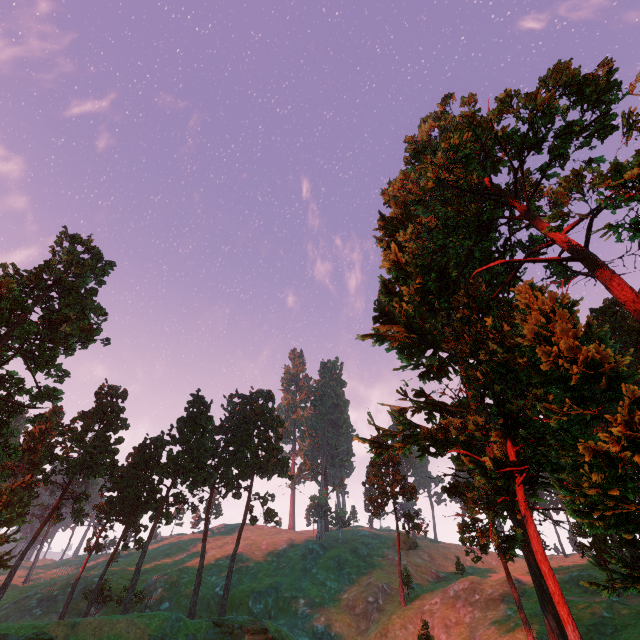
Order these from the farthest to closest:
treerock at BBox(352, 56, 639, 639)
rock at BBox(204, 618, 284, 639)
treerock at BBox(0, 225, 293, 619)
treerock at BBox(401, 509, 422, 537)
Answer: treerock at BBox(401, 509, 422, 537), treerock at BBox(0, 225, 293, 619), rock at BBox(204, 618, 284, 639), treerock at BBox(352, 56, 639, 639)

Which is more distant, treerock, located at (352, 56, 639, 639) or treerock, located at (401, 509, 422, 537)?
treerock, located at (401, 509, 422, 537)

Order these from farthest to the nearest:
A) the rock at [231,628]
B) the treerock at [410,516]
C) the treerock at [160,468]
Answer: the treerock at [410,516], the treerock at [160,468], the rock at [231,628]

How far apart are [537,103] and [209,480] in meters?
60.2

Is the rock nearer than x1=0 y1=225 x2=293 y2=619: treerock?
Yes

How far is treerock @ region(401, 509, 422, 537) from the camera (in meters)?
50.00

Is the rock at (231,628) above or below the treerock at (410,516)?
below
